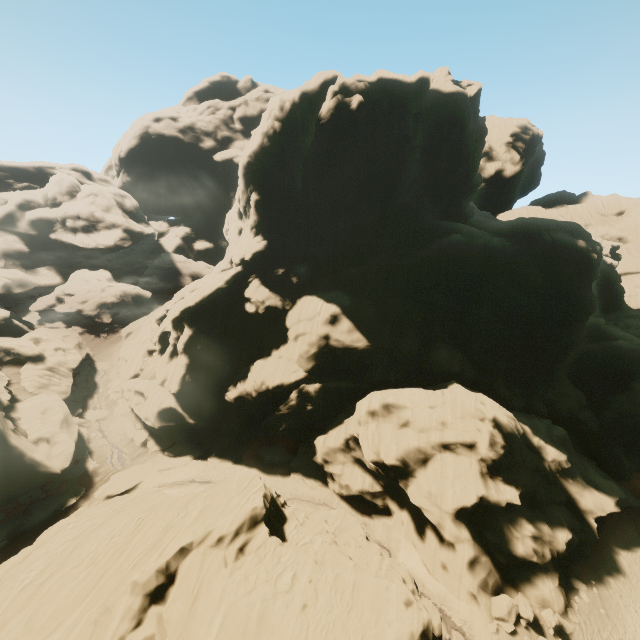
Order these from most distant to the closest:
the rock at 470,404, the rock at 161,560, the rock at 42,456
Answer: the rock at 42,456 < the rock at 470,404 < the rock at 161,560

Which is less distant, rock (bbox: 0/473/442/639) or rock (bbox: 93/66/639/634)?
rock (bbox: 0/473/442/639)

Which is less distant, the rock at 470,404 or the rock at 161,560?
the rock at 161,560

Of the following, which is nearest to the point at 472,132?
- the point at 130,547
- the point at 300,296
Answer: the point at 300,296

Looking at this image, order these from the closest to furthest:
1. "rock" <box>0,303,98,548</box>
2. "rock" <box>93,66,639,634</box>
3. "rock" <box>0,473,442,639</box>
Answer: "rock" <box>0,473,442,639</box>, "rock" <box>93,66,639,634</box>, "rock" <box>0,303,98,548</box>
